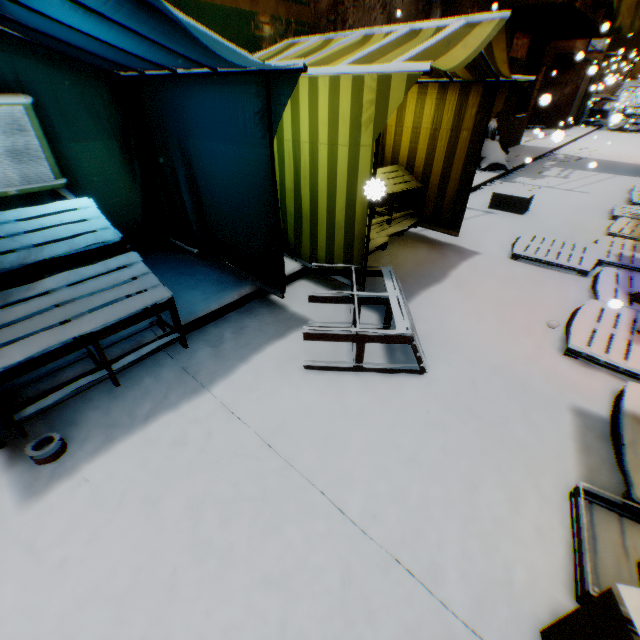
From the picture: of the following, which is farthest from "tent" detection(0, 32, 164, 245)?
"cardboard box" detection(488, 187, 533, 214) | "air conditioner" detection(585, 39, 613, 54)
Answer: "air conditioner" detection(585, 39, 613, 54)

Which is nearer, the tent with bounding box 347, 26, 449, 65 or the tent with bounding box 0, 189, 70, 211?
the tent with bounding box 347, 26, 449, 65

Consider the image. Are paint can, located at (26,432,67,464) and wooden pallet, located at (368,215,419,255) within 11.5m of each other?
yes

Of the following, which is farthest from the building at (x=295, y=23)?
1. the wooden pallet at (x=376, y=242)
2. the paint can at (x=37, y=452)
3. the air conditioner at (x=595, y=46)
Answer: the paint can at (x=37, y=452)

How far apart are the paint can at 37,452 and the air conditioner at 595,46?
25.2m

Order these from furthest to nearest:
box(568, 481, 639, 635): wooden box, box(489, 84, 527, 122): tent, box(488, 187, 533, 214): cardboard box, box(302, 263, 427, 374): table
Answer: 1. box(488, 187, 533, 214): cardboard box
2. box(489, 84, 527, 122): tent
3. box(302, 263, 427, 374): table
4. box(568, 481, 639, 635): wooden box

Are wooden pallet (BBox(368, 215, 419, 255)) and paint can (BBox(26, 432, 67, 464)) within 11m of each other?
yes

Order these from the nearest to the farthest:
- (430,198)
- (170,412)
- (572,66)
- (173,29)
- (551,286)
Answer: (173,29) → (170,412) → (551,286) → (430,198) → (572,66)
